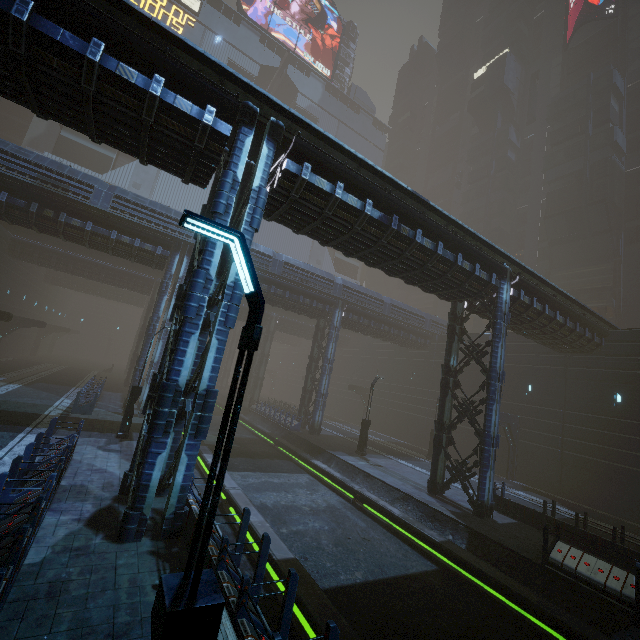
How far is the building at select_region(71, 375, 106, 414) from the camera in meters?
18.3 m

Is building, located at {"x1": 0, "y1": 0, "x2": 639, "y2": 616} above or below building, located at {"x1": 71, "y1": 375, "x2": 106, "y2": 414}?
above

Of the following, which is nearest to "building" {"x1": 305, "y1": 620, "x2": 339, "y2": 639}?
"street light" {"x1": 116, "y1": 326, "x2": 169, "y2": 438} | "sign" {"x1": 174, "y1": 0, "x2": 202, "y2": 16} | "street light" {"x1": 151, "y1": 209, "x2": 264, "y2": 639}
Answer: "sign" {"x1": 174, "y1": 0, "x2": 202, "y2": 16}

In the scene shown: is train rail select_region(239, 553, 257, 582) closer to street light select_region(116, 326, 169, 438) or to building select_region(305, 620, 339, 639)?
building select_region(305, 620, 339, 639)

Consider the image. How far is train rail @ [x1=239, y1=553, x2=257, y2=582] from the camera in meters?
8.6

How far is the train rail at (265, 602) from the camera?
7.1 meters

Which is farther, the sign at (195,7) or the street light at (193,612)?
the sign at (195,7)

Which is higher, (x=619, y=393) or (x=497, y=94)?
(x=497, y=94)
